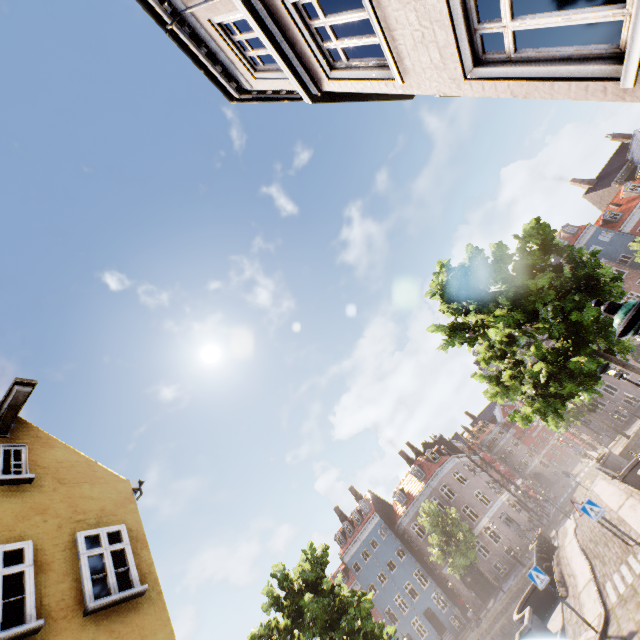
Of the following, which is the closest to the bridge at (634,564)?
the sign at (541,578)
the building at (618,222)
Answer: the sign at (541,578)

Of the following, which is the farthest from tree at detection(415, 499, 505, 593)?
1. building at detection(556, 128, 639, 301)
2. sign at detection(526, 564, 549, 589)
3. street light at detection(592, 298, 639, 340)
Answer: sign at detection(526, 564, 549, 589)

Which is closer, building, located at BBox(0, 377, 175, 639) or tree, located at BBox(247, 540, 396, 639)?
Answer: building, located at BBox(0, 377, 175, 639)

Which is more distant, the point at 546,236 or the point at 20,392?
the point at 546,236

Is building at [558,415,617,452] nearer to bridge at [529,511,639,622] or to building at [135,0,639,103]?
bridge at [529,511,639,622]

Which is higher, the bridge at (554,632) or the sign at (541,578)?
the sign at (541,578)

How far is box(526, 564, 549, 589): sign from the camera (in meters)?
10.40

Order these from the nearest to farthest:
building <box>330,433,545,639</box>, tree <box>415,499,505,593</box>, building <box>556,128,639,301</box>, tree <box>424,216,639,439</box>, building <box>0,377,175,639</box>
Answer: building <box>0,377,175,639</box>, tree <box>424,216,639,439</box>, tree <box>415,499,505,593</box>, building <box>330,433,545,639</box>, building <box>556,128,639,301</box>
